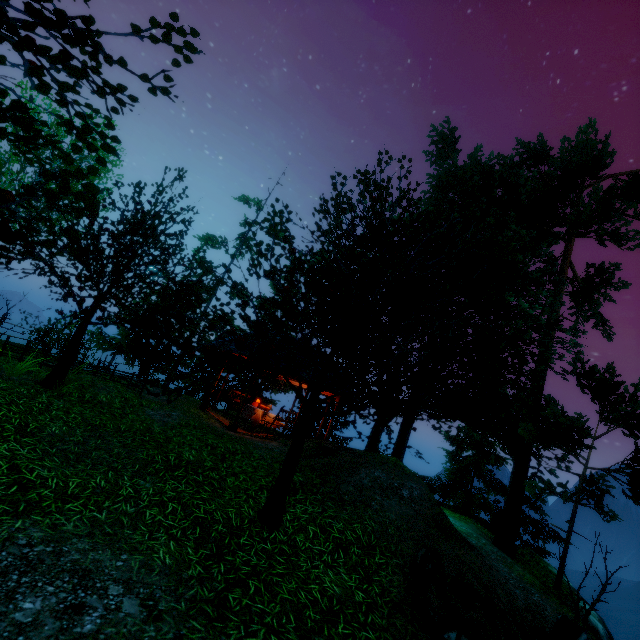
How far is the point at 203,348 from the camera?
6.43m

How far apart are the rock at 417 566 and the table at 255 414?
8.70m

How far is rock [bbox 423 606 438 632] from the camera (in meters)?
4.75

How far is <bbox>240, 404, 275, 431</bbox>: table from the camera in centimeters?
1353cm

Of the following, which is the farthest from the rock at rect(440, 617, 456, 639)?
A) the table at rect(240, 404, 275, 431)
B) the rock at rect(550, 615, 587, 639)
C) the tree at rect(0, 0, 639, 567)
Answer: the table at rect(240, 404, 275, 431)

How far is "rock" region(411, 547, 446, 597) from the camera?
5.4 meters

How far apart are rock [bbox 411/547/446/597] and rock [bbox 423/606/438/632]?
0.4 meters

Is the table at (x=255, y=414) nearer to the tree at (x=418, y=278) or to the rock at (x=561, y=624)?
the tree at (x=418, y=278)
